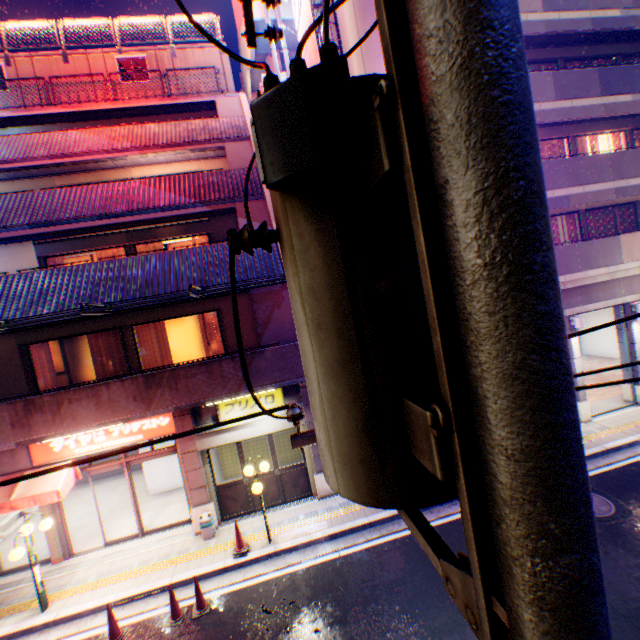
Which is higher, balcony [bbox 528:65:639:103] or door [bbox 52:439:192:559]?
balcony [bbox 528:65:639:103]

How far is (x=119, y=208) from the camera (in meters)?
10.80

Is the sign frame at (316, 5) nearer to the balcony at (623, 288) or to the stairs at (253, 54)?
the stairs at (253, 54)

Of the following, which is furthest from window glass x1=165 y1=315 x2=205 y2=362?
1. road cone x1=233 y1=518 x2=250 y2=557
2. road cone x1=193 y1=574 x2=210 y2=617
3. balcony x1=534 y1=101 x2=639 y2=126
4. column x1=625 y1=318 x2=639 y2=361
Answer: column x1=625 y1=318 x2=639 y2=361

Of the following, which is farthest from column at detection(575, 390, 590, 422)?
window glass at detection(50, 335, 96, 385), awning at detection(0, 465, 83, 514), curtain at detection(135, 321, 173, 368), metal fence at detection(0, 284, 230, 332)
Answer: awning at detection(0, 465, 83, 514)

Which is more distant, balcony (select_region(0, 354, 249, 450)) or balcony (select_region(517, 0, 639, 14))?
balcony (select_region(517, 0, 639, 14))

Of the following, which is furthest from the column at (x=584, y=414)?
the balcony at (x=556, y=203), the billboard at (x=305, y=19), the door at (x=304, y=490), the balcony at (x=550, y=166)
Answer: the billboard at (x=305, y=19)

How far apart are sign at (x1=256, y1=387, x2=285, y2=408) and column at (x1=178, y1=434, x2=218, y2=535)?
0.7m
